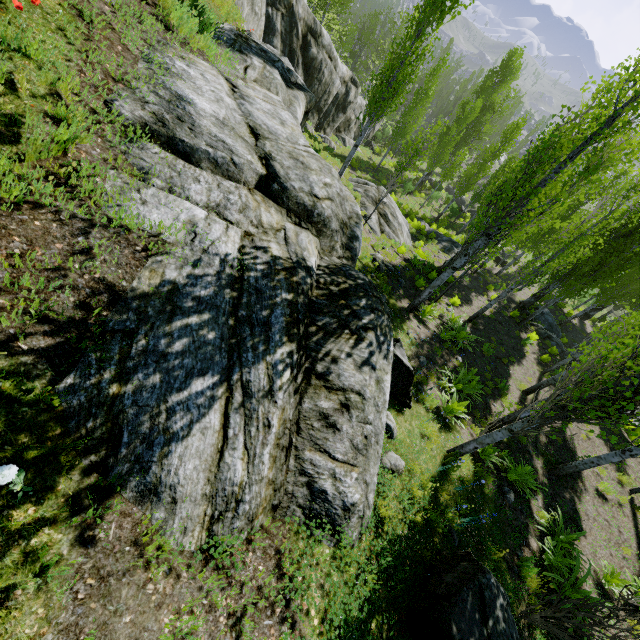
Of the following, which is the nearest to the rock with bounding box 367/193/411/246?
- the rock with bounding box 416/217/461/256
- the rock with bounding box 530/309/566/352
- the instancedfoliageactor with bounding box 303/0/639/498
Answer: the instancedfoliageactor with bounding box 303/0/639/498

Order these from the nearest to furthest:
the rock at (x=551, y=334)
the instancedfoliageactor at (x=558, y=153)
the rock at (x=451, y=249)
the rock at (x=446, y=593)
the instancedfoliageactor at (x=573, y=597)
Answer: the rock at (x=446, y=593)
the instancedfoliageactor at (x=573, y=597)
the instancedfoliageactor at (x=558, y=153)
the rock at (x=551, y=334)
the rock at (x=451, y=249)

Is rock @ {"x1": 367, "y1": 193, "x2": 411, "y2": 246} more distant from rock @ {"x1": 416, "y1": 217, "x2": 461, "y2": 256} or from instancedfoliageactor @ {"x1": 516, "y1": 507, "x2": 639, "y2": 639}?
rock @ {"x1": 416, "y1": 217, "x2": 461, "y2": 256}

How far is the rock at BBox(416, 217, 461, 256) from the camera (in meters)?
24.50

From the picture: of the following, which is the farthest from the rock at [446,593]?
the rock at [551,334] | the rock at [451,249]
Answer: the rock at [551,334]

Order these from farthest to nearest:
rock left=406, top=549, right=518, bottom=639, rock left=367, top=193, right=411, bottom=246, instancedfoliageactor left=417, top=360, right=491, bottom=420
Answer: rock left=367, top=193, right=411, bottom=246 → instancedfoliageactor left=417, top=360, right=491, bottom=420 → rock left=406, top=549, right=518, bottom=639

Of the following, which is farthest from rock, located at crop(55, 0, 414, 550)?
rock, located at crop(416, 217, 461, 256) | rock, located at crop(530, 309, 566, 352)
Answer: rock, located at crop(530, 309, 566, 352)

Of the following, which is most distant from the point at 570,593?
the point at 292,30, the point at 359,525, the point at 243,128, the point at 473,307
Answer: the point at 292,30
